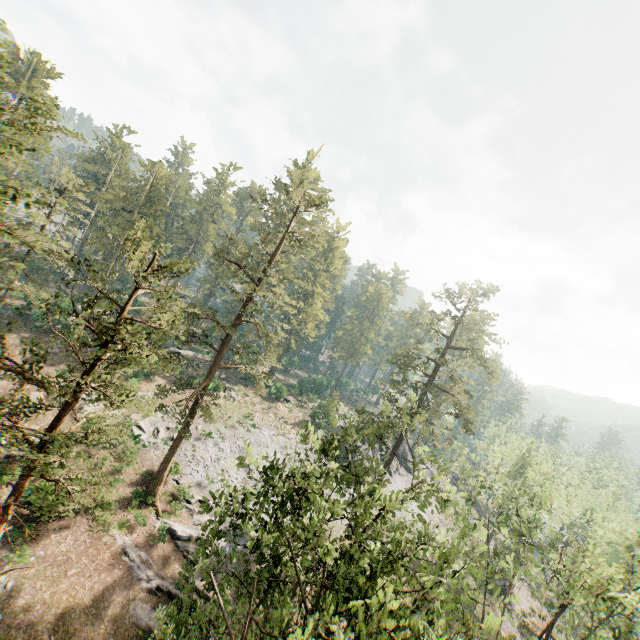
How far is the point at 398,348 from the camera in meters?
32.8 m
